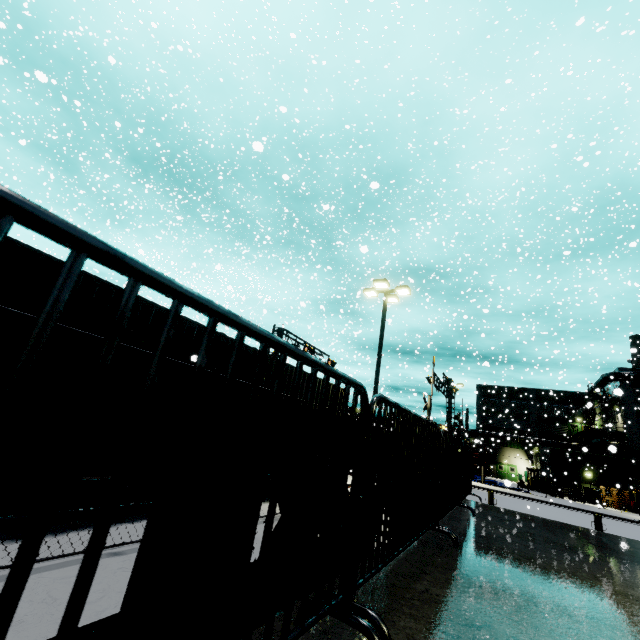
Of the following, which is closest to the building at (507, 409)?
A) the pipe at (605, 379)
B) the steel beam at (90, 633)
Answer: the pipe at (605, 379)

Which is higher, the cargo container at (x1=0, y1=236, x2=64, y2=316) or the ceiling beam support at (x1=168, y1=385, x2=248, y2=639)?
the cargo container at (x1=0, y1=236, x2=64, y2=316)

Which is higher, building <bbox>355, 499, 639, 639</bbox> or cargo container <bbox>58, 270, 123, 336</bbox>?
cargo container <bbox>58, 270, 123, 336</bbox>

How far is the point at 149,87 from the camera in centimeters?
2606cm

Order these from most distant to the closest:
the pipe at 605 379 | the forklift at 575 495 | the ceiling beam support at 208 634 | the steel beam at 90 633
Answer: the pipe at 605 379
the forklift at 575 495
the steel beam at 90 633
the ceiling beam support at 208 634

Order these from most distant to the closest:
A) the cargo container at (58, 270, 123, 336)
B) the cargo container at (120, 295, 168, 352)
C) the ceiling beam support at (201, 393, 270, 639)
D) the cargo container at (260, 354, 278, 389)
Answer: the cargo container at (260, 354, 278, 389) → the cargo container at (120, 295, 168, 352) → the cargo container at (58, 270, 123, 336) → the ceiling beam support at (201, 393, 270, 639)

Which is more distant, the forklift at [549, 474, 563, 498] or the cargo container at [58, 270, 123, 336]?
the forklift at [549, 474, 563, 498]

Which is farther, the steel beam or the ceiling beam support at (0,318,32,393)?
the steel beam
